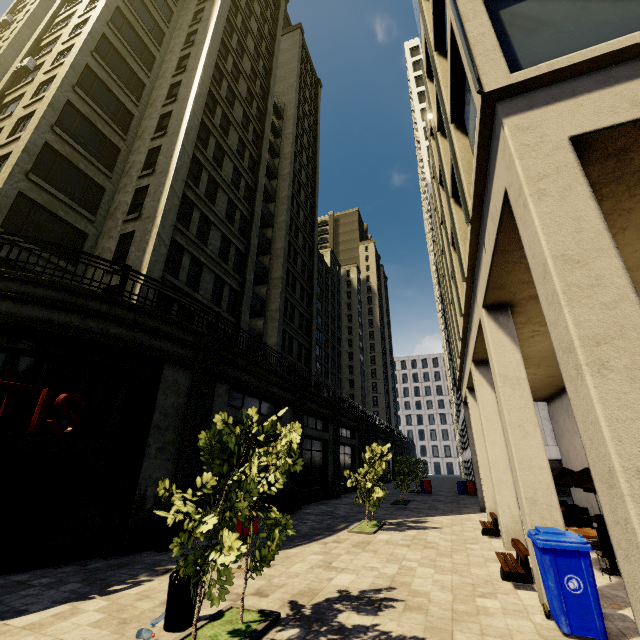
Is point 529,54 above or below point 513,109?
above

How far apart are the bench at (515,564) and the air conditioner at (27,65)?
32.68m

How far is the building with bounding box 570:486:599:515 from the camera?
14.7 meters

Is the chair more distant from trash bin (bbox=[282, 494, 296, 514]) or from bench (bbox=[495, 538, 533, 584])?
trash bin (bbox=[282, 494, 296, 514])

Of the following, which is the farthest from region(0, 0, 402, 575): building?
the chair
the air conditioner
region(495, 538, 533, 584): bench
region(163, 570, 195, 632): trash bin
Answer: region(163, 570, 195, 632): trash bin

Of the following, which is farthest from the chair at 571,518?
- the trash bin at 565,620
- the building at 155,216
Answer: the trash bin at 565,620

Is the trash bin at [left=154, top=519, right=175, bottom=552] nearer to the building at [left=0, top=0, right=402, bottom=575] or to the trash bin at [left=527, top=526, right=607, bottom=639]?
the building at [left=0, top=0, right=402, bottom=575]

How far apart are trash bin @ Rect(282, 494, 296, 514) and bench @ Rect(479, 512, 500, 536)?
8.7 meters
